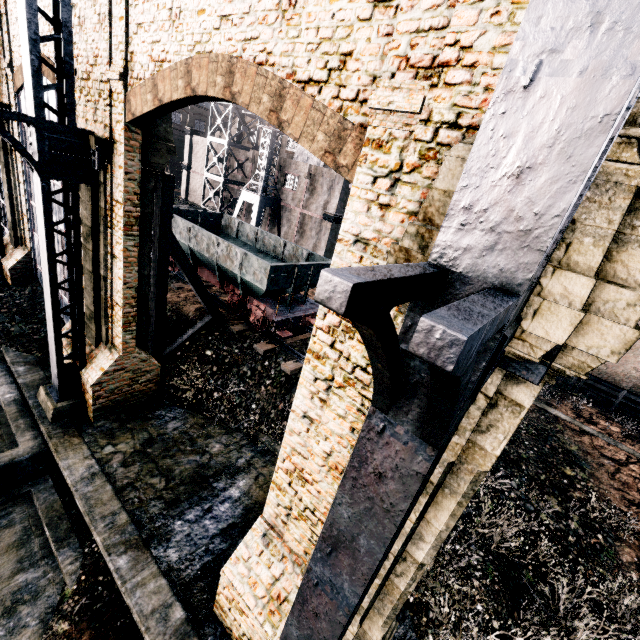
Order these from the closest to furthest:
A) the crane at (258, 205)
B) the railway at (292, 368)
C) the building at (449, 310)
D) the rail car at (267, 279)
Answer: the building at (449, 310)
the railway at (292, 368)
the rail car at (267, 279)
the crane at (258, 205)

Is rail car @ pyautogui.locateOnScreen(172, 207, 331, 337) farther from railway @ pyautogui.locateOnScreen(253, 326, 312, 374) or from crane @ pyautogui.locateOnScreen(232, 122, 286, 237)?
crane @ pyautogui.locateOnScreen(232, 122, 286, 237)

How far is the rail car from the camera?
15.16m

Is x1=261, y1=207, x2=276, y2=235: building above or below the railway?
above

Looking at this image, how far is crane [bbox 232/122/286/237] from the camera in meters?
31.2 m

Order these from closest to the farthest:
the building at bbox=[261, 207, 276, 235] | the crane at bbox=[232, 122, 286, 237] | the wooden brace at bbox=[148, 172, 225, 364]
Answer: the wooden brace at bbox=[148, 172, 225, 364] → the crane at bbox=[232, 122, 286, 237] → the building at bbox=[261, 207, 276, 235]

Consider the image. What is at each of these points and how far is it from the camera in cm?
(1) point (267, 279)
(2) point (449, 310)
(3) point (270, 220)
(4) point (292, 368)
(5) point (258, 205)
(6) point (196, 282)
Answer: (1) rail car, 1447
(2) building, 144
(3) building, 3756
(4) railway, 1445
(5) crane, 3206
(6) wooden brace, 1451

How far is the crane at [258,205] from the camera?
31.2 meters
